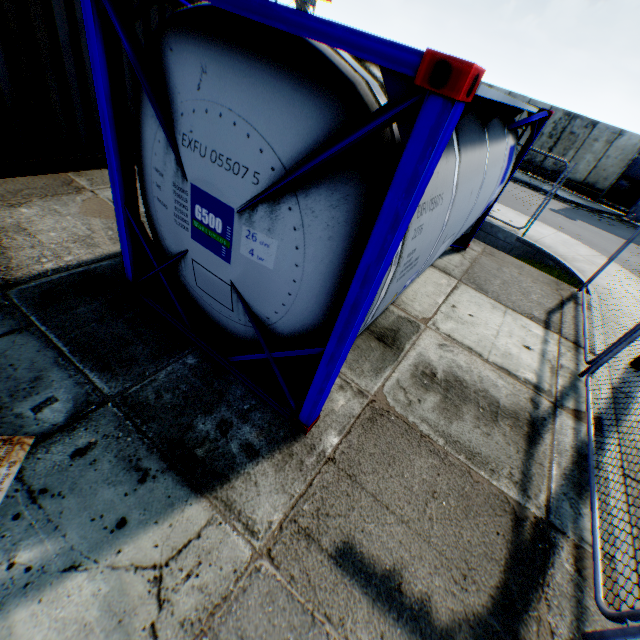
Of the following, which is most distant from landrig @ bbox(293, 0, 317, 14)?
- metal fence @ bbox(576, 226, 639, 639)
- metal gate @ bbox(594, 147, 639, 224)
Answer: metal fence @ bbox(576, 226, 639, 639)

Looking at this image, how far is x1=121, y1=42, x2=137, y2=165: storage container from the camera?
5.63m

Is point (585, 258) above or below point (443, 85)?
below

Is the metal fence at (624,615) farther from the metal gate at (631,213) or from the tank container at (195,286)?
the metal gate at (631,213)

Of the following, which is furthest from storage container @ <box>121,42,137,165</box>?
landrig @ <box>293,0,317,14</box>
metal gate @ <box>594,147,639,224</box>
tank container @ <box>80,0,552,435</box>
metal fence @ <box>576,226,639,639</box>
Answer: landrig @ <box>293,0,317,14</box>

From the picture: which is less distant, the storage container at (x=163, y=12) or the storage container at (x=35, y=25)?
the storage container at (x=35, y=25)

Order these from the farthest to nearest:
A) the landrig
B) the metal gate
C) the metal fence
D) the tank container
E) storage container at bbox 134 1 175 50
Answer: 1. the landrig
2. the metal gate
3. storage container at bbox 134 1 175 50
4. the metal fence
5. the tank container

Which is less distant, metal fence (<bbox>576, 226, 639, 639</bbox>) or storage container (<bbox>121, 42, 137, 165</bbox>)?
metal fence (<bbox>576, 226, 639, 639</bbox>)
